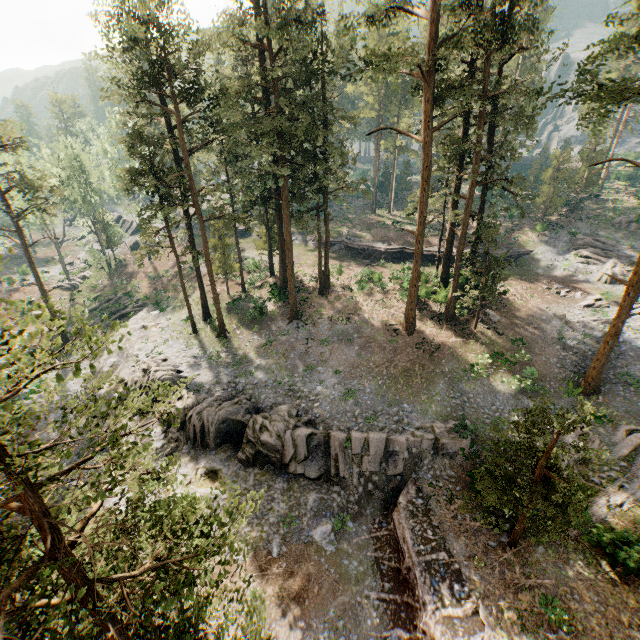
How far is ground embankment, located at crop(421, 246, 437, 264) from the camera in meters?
40.4

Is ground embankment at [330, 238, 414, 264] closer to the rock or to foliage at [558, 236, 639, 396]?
foliage at [558, 236, 639, 396]

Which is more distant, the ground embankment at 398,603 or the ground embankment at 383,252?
the ground embankment at 383,252

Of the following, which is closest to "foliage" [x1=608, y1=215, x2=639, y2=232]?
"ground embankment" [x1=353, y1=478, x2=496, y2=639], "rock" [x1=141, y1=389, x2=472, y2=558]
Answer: → "ground embankment" [x1=353, y1=478, x2=496, y2=639]

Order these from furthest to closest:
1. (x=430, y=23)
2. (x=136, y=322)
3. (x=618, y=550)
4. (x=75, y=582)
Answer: (x=136, y=322), (x=430, y=23), (x=618, y=550), (x=75, y=582)

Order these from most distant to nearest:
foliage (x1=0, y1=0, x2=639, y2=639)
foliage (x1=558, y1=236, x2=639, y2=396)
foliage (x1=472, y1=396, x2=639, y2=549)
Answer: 1. foliage (x1=558, y1=236, x2=639, y2=396)
2. foliage (x1=472, y1=396, x2=639, y2=549)
3. foliage (x1=0, y1=0, x2=639, y2=639)

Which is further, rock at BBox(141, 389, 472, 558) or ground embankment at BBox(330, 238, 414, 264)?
ground embankment at BBox(330, 238, 414, 264)

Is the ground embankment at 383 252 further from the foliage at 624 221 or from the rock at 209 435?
the rock at 209 435
